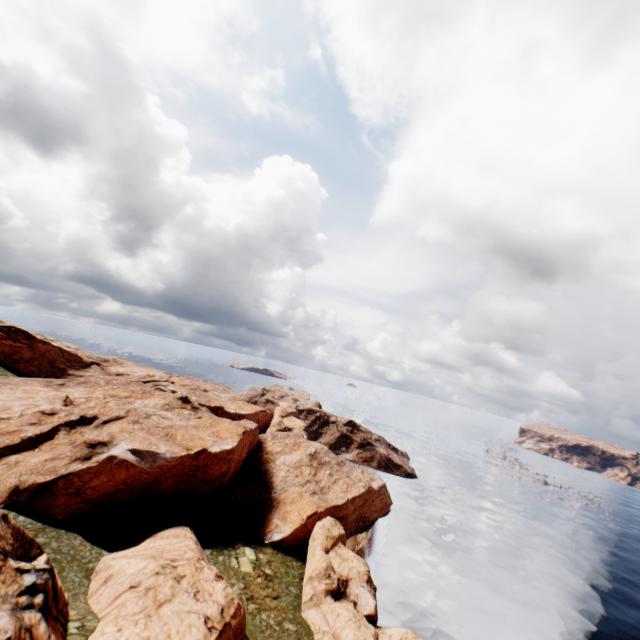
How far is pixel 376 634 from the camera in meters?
28.0

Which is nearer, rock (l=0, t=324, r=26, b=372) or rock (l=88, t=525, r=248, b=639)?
rock (l=88, t=525, r=248, b=639)

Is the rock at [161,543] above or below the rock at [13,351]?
below

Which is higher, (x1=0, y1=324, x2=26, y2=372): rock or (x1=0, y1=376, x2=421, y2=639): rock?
(x1=0, y1=324, x2=26, y2=372): rock

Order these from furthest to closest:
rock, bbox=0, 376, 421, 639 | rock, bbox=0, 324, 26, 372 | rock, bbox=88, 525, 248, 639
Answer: rock, bbox=0, 324, 26, 372 → rock, bbox=88, 525, 248, 639 → rock, bbox=0, 376, 421, 639
